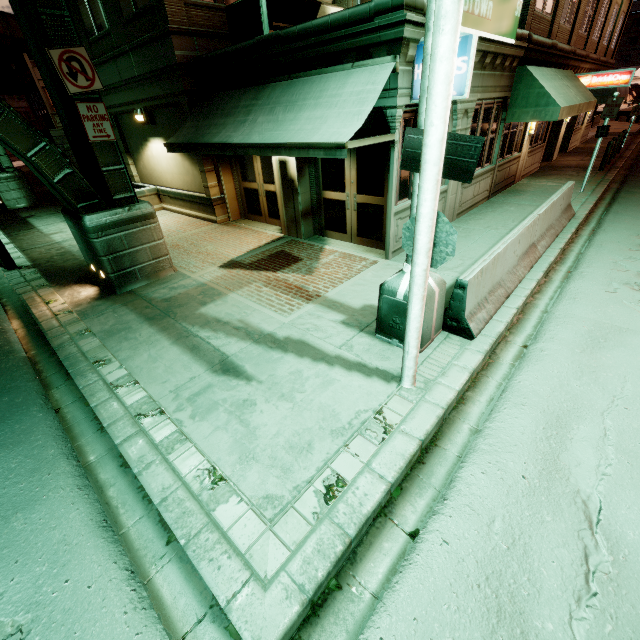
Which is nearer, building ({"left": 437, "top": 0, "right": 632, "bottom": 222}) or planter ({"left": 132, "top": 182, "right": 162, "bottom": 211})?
building ({"left": 437, "top": 0, "right": 632, "bottom": 222})

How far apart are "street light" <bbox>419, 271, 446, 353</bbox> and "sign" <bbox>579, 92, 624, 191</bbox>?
11.5m

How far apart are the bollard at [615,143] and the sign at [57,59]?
21.30m

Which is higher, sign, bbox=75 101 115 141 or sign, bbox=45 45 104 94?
sign, bbox=45 45 104 94

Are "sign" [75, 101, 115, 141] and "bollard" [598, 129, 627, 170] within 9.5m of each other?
no

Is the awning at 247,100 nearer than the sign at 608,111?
Yes

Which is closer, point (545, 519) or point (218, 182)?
point (545, 519)

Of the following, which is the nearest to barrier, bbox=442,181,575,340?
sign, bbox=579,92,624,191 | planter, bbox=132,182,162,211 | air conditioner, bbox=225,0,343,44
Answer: sign, bbox=579,92,624,191
